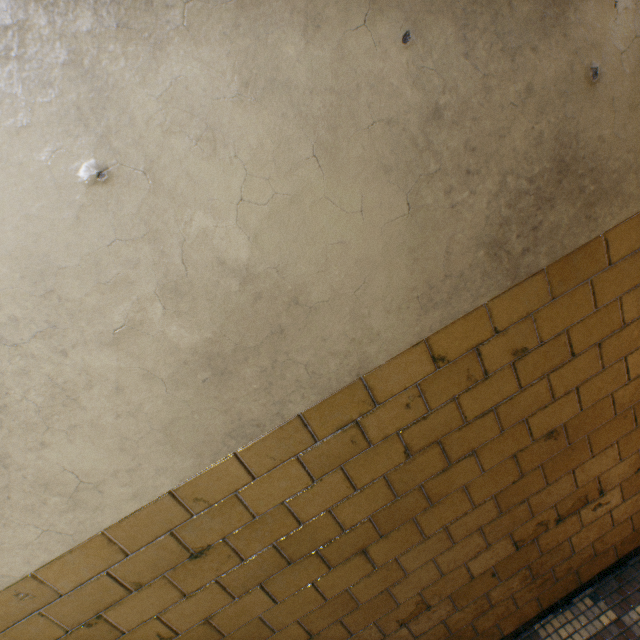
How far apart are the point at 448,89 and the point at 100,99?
0.9m
